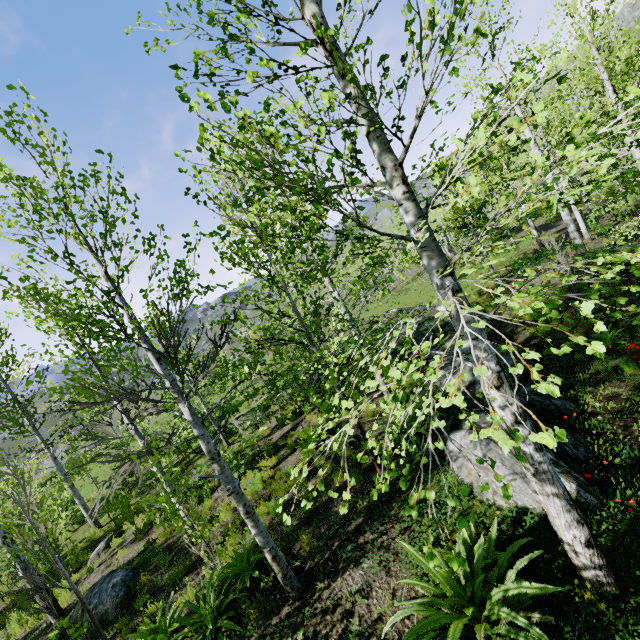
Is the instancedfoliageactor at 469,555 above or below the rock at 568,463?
above

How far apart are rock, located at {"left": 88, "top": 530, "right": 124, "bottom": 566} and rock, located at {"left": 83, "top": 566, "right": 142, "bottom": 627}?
2.92m

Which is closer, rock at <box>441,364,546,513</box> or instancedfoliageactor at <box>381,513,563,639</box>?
instancedfoliageactor at <box>381,513,563,639</box>

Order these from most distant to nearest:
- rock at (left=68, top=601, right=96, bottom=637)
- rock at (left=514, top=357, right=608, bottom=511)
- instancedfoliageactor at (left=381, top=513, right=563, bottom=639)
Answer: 1. rock at (left=68, top=601, right=96, bottom=637)
2. rock at (left=514, top=357, right=608, bottom=511)
3. instancedfoliageactor at (left=381, top=513, right=563, bottom=639)

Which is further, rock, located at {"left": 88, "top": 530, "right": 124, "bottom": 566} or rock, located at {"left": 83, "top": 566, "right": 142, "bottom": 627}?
rock, located at {"left": 88, "top": 530, "right": 124, "bottom": 566}

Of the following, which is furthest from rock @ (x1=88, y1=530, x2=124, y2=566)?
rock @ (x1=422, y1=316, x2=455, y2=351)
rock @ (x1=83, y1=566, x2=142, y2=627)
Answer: rock @ (x1=422, y1=316, x2=455, y2=351)

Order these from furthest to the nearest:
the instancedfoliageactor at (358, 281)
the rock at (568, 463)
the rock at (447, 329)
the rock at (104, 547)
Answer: the rock at (447, 329) < the rock at (104, 547) < the rock at (568, 463) < the instancedfoliageactor at (358, 281)

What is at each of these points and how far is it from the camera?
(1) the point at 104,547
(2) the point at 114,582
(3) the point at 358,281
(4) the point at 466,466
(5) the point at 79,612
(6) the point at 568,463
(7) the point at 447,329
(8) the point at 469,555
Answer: (1) rock, 10.9 meters
(2) rock, 7.5 meters
(3) instancedfoliageactor, 53.2 meters
(4) rock, 5.4 meters
(5) rock, 7.2 meters
(6) rock, 4.9 meters
(7) rock, 12.0 meters
(8) instancedfoliageactor, 4.0 meters
